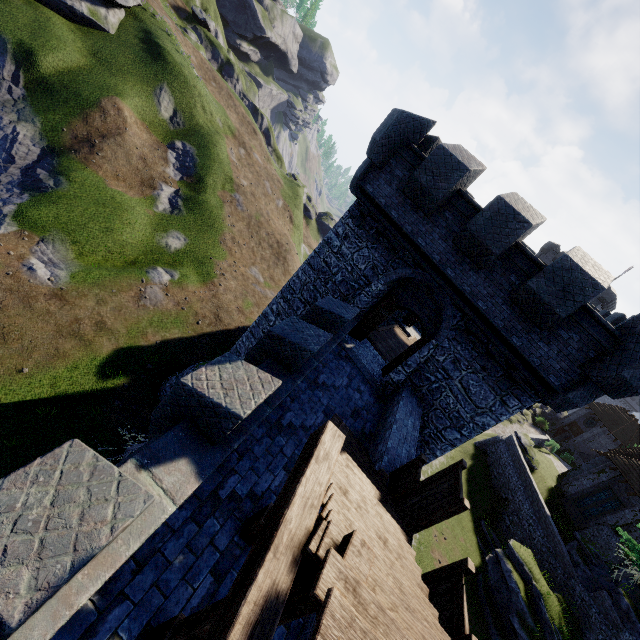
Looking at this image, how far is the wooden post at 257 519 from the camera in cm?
559

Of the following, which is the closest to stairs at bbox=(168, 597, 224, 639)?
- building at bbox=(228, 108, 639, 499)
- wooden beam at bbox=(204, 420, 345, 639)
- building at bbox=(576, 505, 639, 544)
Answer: wooden beam at bbox=(204, 420, 345, 639)

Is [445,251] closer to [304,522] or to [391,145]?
[391,145]

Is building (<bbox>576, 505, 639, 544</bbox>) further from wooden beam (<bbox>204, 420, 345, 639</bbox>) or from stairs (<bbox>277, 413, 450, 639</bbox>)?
wooden beam (<bbox>204, 420, 345, 639</bbox>)

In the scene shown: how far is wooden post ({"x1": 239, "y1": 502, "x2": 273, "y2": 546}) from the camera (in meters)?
5.59

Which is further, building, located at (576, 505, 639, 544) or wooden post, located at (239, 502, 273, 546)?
building, located at (576, 505, 639, 544)

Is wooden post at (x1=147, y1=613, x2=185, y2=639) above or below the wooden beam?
below

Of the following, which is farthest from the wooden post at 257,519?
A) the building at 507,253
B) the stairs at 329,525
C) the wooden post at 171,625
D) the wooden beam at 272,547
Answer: the building at 507,253
